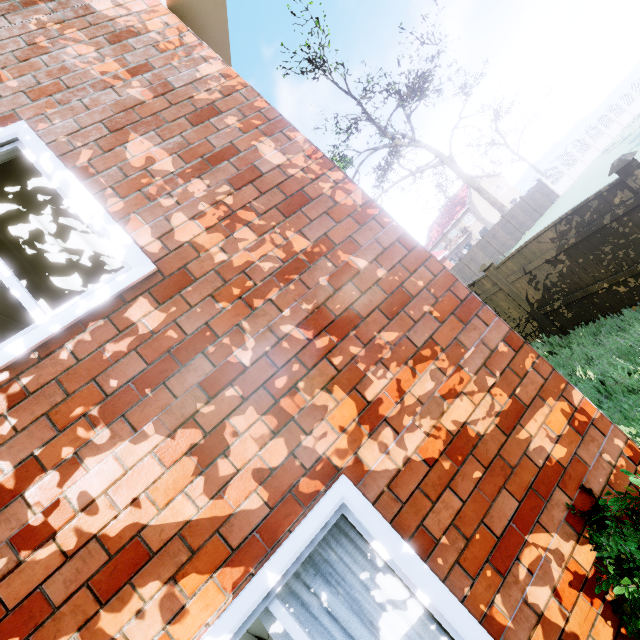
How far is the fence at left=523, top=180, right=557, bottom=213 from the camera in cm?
2859

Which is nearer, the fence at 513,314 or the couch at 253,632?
the couch at 253,632

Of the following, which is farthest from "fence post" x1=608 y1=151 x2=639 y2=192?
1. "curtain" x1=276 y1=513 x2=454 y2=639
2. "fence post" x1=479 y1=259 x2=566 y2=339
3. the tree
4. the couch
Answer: the tree

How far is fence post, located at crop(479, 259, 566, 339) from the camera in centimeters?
748cm

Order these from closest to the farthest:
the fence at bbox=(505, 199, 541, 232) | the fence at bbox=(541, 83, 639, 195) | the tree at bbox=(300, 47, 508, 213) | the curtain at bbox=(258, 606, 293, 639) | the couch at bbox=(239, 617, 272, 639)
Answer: the curtain at bbox=(258, 606, 293, 639) < the couch at bbox=(239, 617, 272, 639) < the fence at bbox=(505, 199, 541, 232) < the fence at bbox=(541, 83, 639, 195) < the tree at bbox=(300, 47, 508, 213)

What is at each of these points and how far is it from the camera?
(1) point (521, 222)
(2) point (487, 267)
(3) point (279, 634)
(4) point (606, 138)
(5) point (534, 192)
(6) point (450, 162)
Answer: (1) fence, 27.5m
(2) fence post, 7.7m
(3) curtain, 1.6m
(4) fence, 33.7m
(5) fence, 29.0m
(6) tree, 40.3m

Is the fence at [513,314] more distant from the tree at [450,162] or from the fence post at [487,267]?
the tree at [450,162]
